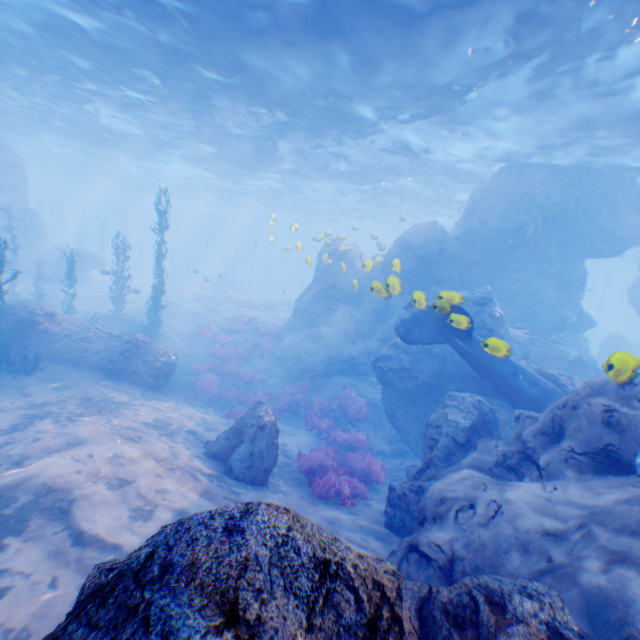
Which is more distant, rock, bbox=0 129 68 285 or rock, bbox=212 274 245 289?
rock, bbox=212 274 245 289

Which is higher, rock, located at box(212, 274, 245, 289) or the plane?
the plane

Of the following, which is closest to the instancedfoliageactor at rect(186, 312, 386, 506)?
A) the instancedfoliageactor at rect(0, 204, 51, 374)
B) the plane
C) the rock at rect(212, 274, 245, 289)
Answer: the plane

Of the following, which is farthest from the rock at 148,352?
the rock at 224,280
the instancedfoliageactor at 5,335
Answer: the rock at 224,280

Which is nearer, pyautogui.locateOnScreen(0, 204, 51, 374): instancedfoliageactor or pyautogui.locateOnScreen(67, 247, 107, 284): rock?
pyautogui.locateOnScreen(0, 204, 51, 374): instancedfoliageactor

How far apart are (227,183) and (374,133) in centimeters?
2455cm

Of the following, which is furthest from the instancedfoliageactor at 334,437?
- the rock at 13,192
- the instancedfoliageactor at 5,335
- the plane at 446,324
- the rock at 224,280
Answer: the rock at 224,280

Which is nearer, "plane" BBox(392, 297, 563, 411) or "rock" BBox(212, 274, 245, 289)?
"plane" BBox(392, 297, 563, 411)
